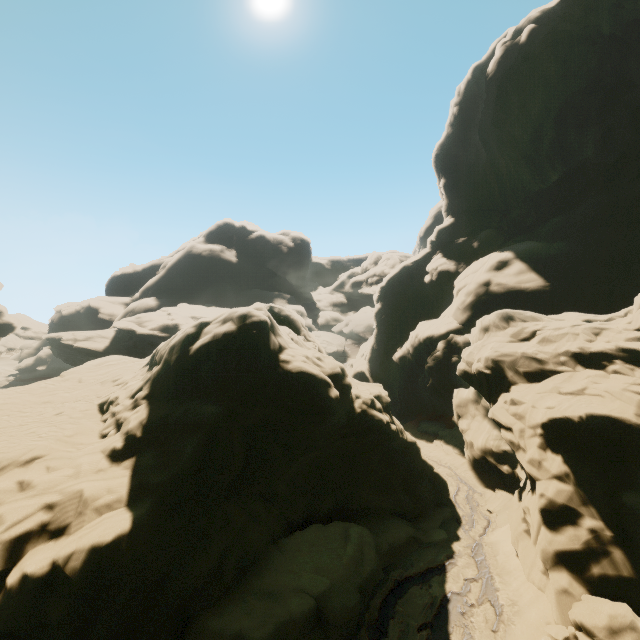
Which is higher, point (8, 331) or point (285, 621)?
point (8, 331)

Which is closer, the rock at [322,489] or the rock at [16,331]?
the rock at [322,489]

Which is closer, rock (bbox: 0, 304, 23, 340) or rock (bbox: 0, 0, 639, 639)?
rock (bbox: 0, 0, 639, 639)
